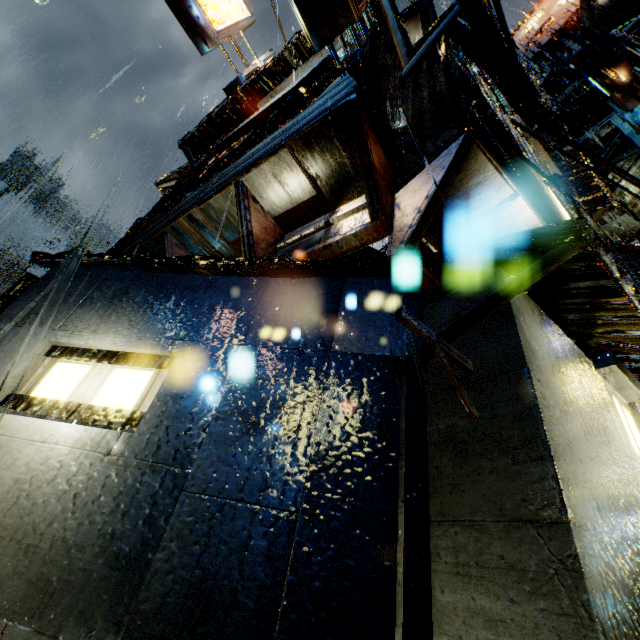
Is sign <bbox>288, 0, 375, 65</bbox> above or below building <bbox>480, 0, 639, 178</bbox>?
below

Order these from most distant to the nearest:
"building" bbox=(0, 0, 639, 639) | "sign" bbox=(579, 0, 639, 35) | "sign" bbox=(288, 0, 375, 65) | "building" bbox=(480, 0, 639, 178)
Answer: "sign" bbox=(579, 0, 639, 35)
"building" bbox=(480, 0, 639, 178)
"sign" bbox=(288, 0, 375, 65)
"building" bbox=(0, 0, 639, 639)

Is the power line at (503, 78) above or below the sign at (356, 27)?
below

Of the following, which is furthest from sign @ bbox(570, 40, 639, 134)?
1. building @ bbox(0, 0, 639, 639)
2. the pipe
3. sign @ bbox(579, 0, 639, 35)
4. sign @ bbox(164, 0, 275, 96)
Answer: the pipe

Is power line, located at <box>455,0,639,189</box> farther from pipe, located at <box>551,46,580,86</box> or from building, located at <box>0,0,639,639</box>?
pipe, located at <box>551,46,580,86</box>

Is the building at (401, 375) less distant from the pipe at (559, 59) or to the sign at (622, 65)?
the pipe at (559, 59)

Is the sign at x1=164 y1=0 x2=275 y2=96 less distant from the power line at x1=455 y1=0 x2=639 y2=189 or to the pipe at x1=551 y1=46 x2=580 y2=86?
the power line at x1=455 y1=0 x2=639 y2=189

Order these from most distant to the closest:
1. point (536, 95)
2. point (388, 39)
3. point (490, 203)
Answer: point (536, 95), point (388, 39), point (490, 203)
